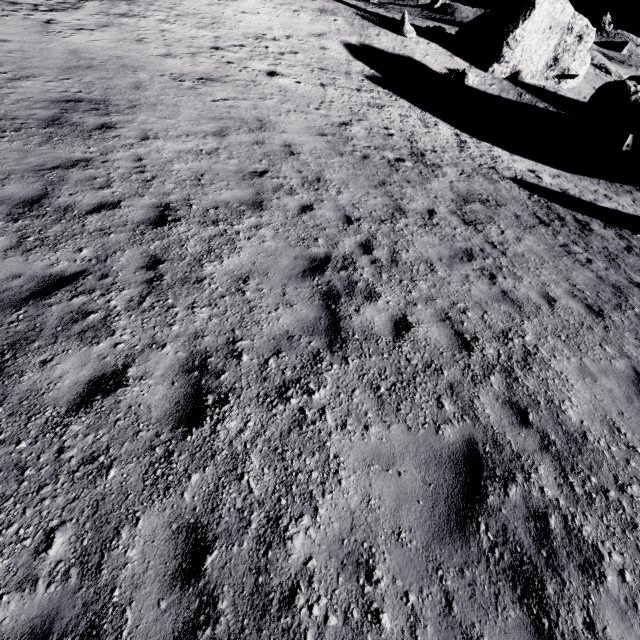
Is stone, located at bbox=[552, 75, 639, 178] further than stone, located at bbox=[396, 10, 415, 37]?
No

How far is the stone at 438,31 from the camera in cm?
3122

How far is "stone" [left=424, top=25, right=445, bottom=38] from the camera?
31.22m

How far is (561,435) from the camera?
4.1 meters

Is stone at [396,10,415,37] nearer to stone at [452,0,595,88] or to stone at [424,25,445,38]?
stone at [424,25,445,38]

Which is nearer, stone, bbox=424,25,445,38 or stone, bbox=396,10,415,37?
stone, bbox=396,10,415,37

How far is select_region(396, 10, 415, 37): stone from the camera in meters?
29.2

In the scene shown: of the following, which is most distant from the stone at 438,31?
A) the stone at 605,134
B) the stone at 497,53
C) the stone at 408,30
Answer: the stone at 605,134
